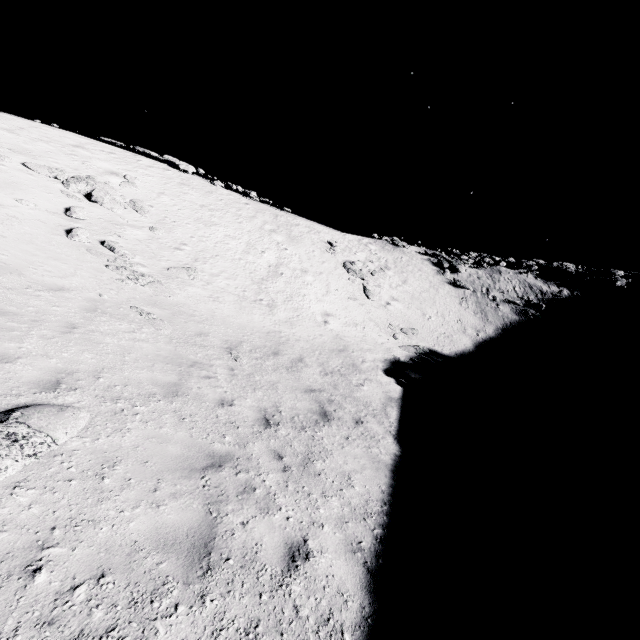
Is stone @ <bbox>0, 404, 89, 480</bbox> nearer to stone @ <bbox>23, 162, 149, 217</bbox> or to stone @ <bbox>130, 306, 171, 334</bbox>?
stone @ <bbox>130, 306, 171, 334</bbox>

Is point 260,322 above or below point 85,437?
above

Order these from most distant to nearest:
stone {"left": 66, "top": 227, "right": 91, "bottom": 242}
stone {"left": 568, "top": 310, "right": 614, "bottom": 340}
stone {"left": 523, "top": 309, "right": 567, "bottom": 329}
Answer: stone {"left": 523, "top": 309, "right": 567, "bottom": 329}
stone {"left": 568, "top": 310, "right": 614, "bottom": 340}
stone {"left": 66, "top": 227, "right": 91, "bottom": 242}

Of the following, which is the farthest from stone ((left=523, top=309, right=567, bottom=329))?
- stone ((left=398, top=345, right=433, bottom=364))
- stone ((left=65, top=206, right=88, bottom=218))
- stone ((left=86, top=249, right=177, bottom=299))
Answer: stone ((left=65, top=206, right=88, bottom=218))

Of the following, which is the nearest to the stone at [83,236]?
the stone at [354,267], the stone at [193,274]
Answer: the stone at [193,274]

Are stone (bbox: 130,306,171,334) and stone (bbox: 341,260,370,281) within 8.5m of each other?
no

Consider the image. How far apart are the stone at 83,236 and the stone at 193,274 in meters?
3.0 m

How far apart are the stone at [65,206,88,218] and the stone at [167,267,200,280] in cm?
408
